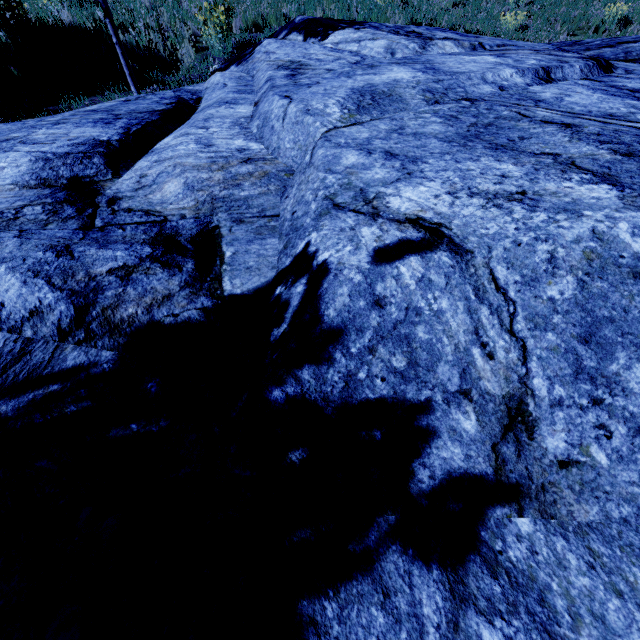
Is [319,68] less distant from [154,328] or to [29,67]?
[154,328]
